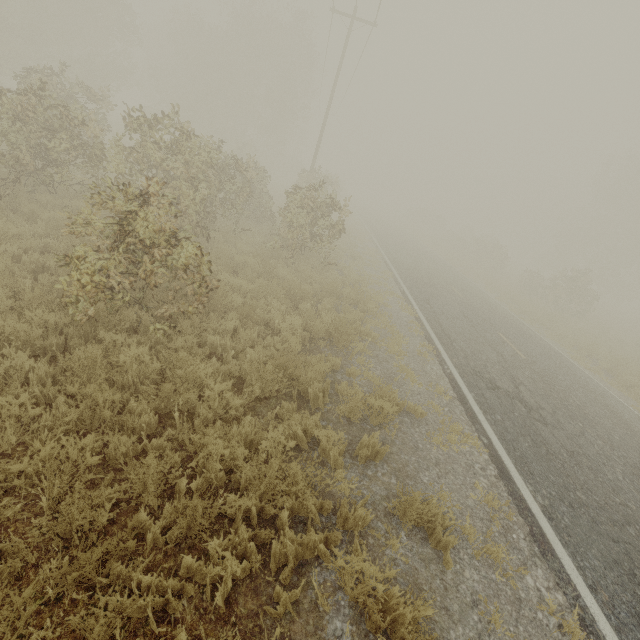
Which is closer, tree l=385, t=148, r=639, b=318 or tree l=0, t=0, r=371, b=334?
tree l=0, t=0, r=371, b=334

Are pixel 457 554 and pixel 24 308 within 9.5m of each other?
yes

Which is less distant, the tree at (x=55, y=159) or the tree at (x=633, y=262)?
the tree at (x=55, y=159)
